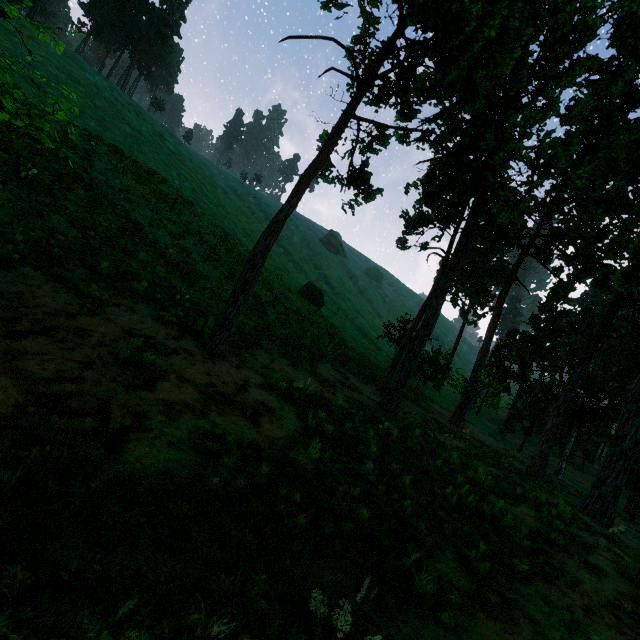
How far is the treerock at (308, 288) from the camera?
41.56m

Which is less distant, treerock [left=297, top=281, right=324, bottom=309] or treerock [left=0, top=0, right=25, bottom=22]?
treerock [left=0, top=0, right=25, bottom=22]

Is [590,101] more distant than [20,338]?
Yes

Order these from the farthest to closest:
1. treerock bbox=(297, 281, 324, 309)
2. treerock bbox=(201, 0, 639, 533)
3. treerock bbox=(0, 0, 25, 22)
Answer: treerock bbox=(297, 281, 324, 309) < treerock bbox=(201, 0, 639, 533) < treerock bbox=(0, 0, 25, 22)

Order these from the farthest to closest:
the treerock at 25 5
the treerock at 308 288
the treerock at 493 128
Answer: the treerock at 308 288, the treerock at 493 128, the treerock at 25 5
